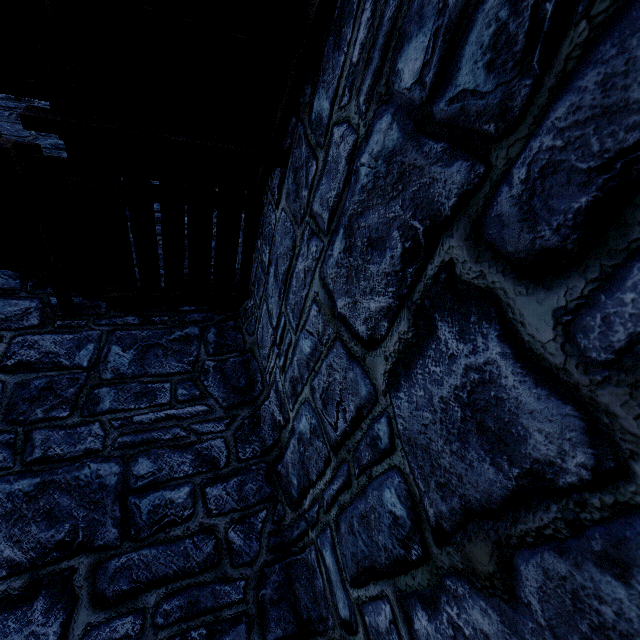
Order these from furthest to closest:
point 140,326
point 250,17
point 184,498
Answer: point 140,326 → point 184,498 → point 250,17
